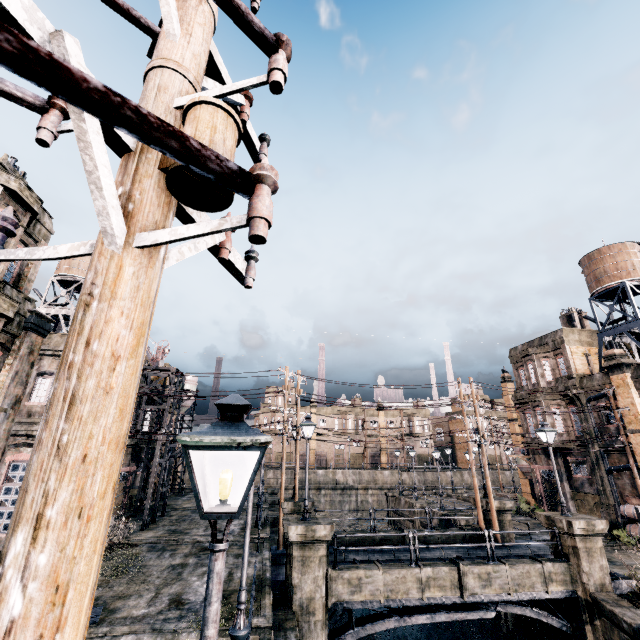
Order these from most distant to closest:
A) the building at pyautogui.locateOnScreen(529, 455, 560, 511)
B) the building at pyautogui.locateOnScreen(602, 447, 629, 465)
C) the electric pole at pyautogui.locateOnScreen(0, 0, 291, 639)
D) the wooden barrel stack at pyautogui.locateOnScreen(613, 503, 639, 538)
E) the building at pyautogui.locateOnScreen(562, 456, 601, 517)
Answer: the building at pyautogui.locateOnScreen(529, 455, 560, 511) → the building at pyautogui.locateOnScreen(562, 456, 601, 517) → the building at pyautogui.locateOnScreen(602, 447, 629, 465) → the wooden barrel stack at pyautogui.locateOnScreen(613, 503, 639, 538) → the electric pole at pyautogui.locateOnScreen(0, 0, 291, 639)

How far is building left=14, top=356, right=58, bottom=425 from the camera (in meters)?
18.83

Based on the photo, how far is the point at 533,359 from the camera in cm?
3120

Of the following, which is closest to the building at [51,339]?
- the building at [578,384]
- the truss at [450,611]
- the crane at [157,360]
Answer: the crane at [157,360]

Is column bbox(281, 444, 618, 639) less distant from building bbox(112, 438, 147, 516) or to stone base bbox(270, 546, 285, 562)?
stone base bbox(270, 546, 285, 562)

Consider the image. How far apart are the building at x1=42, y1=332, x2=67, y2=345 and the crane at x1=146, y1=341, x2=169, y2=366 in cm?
785

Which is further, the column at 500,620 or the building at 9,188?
the column at 500,620

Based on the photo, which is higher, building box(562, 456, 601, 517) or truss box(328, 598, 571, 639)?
building box(562, 456, 601, 517)
